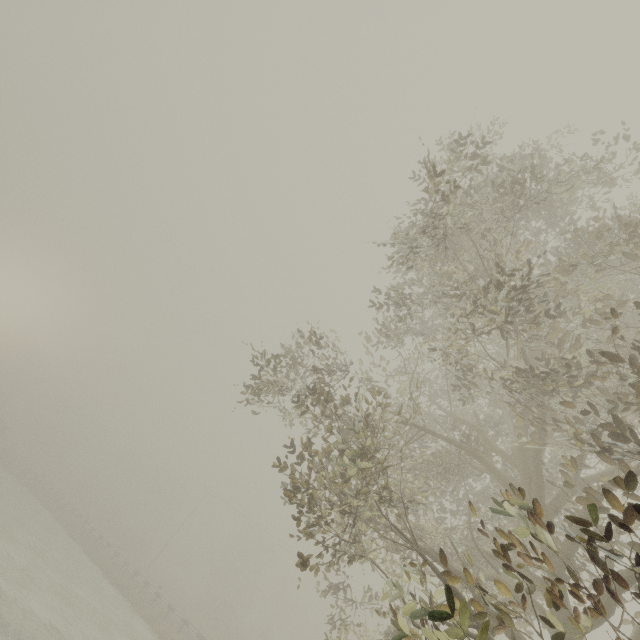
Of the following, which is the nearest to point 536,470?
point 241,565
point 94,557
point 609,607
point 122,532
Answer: point 609,607

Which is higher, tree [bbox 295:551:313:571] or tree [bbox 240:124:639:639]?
tree [bbox 240:124:639:639]

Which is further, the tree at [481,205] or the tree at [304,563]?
the tree at [304,563]

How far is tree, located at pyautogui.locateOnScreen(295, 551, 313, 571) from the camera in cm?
438

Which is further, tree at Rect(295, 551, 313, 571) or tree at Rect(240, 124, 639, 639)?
tree at Rect(295, 551, 313, 571)

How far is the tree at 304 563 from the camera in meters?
4.4 m
